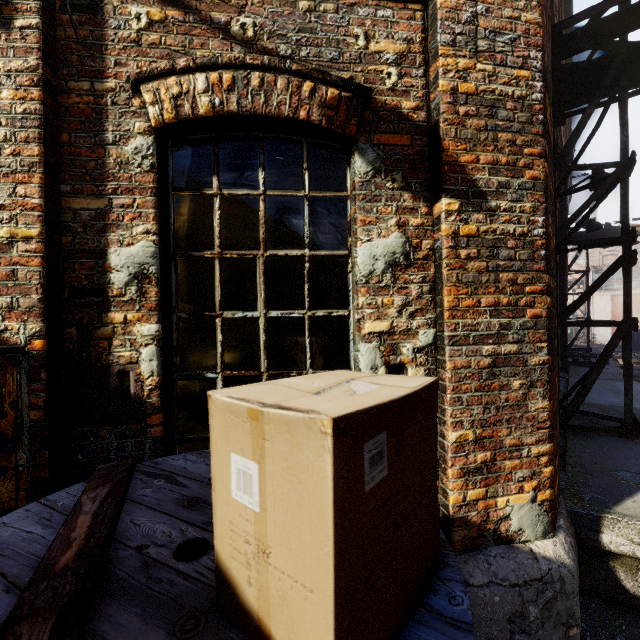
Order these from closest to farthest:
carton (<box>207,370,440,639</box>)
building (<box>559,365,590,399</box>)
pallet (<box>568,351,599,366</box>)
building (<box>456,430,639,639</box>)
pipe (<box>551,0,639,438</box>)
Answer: carton (<box>207,370,440,639</box>) < building (<box>456,430,639,639</box>) < pipe (<box>551,0,639,438</box>) < building (<box>559,365,590,399</box>) < pallet (<box>568,351,599,366</box>)

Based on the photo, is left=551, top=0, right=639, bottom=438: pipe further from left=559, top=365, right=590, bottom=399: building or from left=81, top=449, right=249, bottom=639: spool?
left=81, top=449, right=249, bottom=639: spool

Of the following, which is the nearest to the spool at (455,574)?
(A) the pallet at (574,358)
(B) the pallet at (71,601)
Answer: (B) the pallet at (71,601)

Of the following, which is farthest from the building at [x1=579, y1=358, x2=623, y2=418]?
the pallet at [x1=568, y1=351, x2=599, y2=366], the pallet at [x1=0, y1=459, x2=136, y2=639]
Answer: the pallet at [x1=0, y1=459, x2=136, y2=639]

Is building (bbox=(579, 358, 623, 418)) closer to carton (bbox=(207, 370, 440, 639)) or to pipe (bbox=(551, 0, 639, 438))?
pipe (bbox=(551, 0, 639, 438))

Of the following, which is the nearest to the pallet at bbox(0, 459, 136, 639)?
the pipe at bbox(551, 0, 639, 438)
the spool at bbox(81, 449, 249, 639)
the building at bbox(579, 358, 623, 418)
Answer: the spool at bbox(81, 449, 249, 639)

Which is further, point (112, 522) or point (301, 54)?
point (301, 54)
